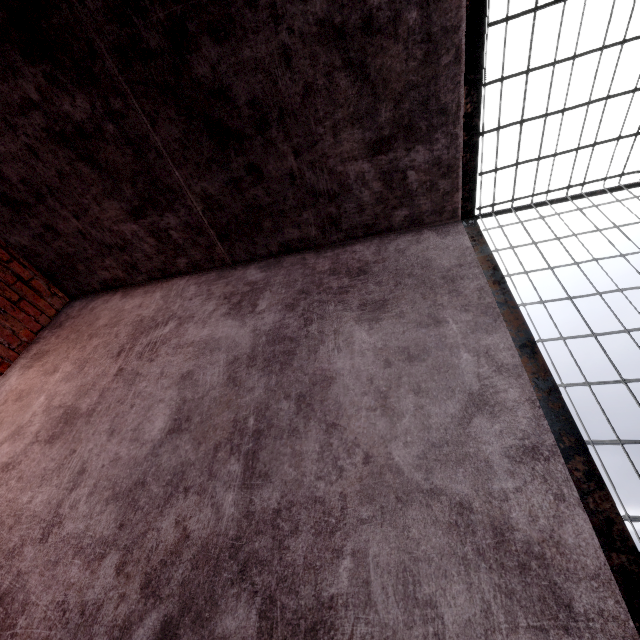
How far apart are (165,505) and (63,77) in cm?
260
